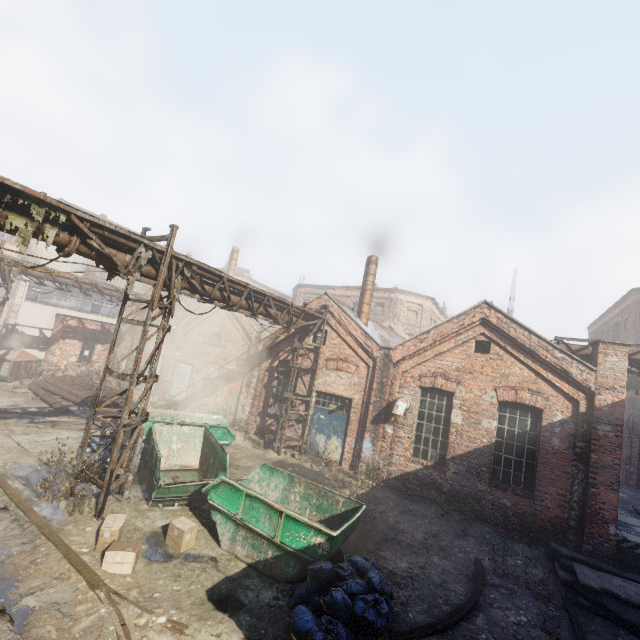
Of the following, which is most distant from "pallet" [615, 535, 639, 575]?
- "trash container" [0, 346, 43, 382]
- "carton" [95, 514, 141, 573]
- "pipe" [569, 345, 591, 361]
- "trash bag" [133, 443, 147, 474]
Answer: "trash container" [0, 346, 43, 382]

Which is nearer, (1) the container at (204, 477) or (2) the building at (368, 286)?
(1) the container at (204, 477)

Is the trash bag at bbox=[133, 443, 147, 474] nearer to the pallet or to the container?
the container

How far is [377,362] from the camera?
13.2m

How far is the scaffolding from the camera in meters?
7.2

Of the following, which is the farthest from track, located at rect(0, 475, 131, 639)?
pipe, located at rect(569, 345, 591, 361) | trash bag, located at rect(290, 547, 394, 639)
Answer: pipe, located at rect(569, 345, 591, 361)

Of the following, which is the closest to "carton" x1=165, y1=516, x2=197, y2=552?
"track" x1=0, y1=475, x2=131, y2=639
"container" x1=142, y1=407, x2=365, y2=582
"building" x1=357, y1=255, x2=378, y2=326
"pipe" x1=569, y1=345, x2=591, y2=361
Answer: "container" x1=142, y1=407, x2=365, y2=582

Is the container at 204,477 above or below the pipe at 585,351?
below
